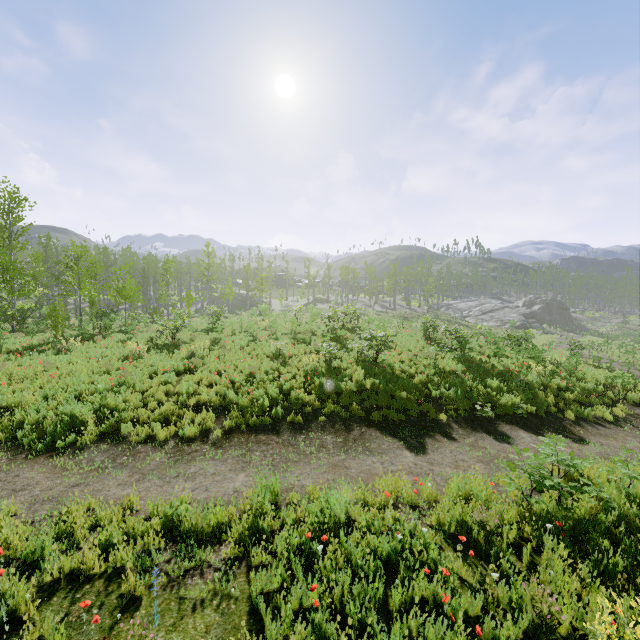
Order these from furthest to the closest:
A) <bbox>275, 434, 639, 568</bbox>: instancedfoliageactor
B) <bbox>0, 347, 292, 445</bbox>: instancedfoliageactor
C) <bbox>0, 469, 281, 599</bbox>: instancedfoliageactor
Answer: <bbox>0, 347, 292, 445</bbox>: instancedfoliageactor
<bbox>275, 434, 639, 568</bbox>: instancedfoliageactor
<bbox>0, 469, 281, 599</bbox>: instancedfoliageactor

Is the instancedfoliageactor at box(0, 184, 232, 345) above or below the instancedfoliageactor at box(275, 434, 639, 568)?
above

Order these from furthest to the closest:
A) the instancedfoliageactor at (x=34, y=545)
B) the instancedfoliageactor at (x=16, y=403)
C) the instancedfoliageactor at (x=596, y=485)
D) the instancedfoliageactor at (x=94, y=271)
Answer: the instancedfoliageactor at (x=94, y=271) < the instancedfoliageactor at (x=16, y=403) < the instancedfoliageactor at (x=596, y=485) < the instancedfoliageactor at (x=34, y=545)

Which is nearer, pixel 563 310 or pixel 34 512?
pixel 34 512

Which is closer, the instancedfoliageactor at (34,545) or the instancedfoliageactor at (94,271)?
the instancedfoliageactor at (34,545)

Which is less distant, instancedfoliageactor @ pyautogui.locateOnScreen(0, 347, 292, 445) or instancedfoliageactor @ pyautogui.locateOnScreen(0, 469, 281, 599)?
instancedfoliageactor @ pyautogui.locateOnScreen(0, 469, 281, 599)

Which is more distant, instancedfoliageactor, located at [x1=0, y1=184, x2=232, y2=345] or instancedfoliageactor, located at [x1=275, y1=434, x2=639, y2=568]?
instancedfoliageactor, located at [x1=0, y1=184, x2=232, y2=345]
